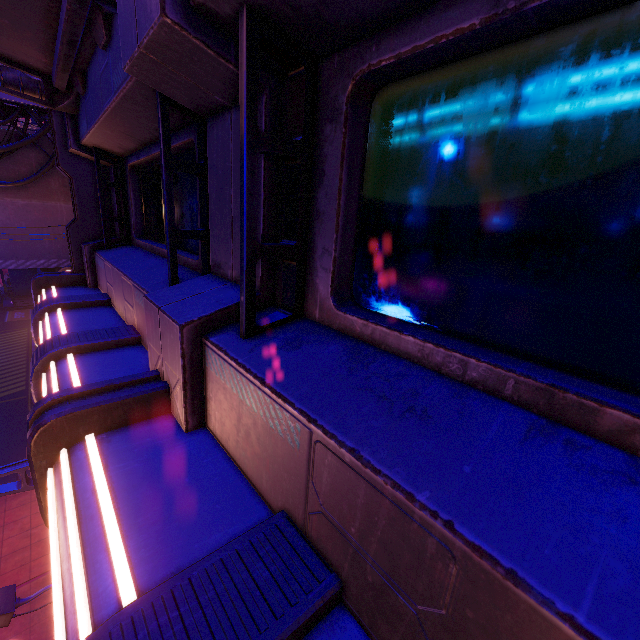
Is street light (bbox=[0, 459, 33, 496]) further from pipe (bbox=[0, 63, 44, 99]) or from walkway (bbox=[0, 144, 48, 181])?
walkway (bbox=[0, 144, 48, 181])

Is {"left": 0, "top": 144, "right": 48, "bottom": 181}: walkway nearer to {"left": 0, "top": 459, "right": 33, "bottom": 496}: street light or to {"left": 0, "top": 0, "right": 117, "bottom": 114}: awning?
{"left": 0, "top": 0, "right": 117, "bottom": 114}: awning

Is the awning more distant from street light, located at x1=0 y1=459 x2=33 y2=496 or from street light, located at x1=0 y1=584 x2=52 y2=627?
street light, located at x1=0 y1=584 x2=52 y2=627

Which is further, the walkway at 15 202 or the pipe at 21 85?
the walkway at 15 202

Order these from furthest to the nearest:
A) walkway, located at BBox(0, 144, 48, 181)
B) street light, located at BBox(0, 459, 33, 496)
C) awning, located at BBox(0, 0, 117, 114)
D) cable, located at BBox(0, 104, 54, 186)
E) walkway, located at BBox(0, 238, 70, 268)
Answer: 1. walkway, located at BBox(0, 238, 70, 268)
2. walkway, located at BBox(0, 144, 48, 181)
3. cable, located at BBox(0, 104, 54, 186)
4. street light, located at BBox(0, 459, 33, 496)
5. awning, located at BBox(0, 0, 117, 114)

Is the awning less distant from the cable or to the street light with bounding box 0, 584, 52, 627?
the street light with bounding box 0, 584, 52, 627

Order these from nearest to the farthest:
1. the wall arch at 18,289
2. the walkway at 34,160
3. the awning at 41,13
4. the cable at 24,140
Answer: the awning at 41,13 < the cable at 24,140 < the walkway at 34,160 < the wall arch at 18,289

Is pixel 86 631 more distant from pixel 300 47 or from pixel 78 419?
pixel 300 47
